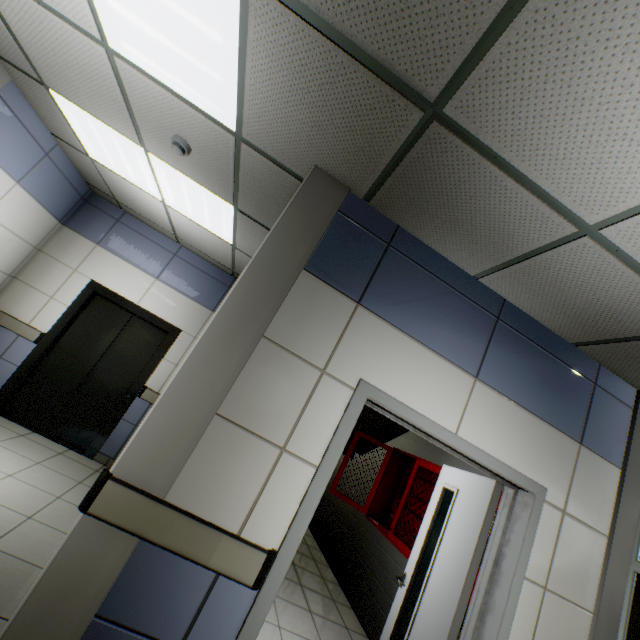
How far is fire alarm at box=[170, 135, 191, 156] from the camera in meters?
2.6

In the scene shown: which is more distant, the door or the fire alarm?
the fire alarm

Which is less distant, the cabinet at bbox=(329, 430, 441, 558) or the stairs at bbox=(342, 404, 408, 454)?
the cabinet at bbox=(329, 430, 441, 558)

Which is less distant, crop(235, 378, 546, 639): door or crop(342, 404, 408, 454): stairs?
crop(235, 378, 546, 639): door

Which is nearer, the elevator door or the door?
the door

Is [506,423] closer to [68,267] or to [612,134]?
[612,134]

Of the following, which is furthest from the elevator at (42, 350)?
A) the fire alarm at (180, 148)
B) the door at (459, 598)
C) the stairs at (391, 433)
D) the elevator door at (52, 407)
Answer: the door at (459, 598)

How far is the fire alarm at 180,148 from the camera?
2.63m
